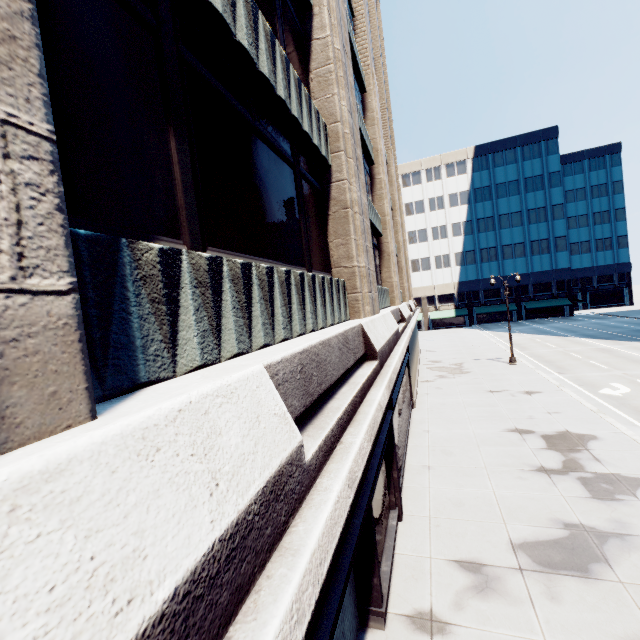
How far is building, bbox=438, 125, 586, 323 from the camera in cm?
5503

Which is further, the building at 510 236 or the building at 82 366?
the building at 510 236

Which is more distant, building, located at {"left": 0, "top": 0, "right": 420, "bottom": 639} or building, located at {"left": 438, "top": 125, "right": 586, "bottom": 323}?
→ building, located at {"left": 438, "top": 125, "right": 586, "bottom": 323}

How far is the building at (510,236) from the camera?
55.0 meters

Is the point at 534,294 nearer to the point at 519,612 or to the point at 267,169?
the point at 519,612
